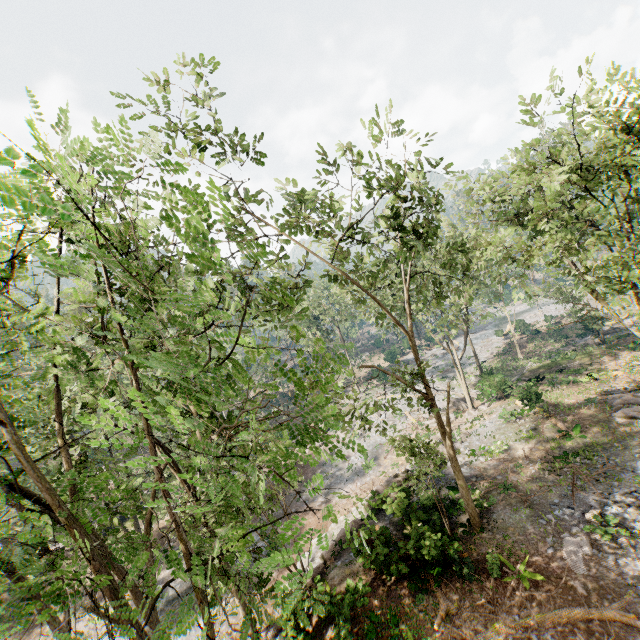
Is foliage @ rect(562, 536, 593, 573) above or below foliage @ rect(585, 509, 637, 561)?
below

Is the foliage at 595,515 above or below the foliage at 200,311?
below

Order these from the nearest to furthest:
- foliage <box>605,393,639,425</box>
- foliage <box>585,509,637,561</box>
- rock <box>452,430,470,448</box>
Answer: foliage <box>585,509,637,561</box>, foliage <box>605,393,639,425</box>, rock <box>452,430,470,448</box>

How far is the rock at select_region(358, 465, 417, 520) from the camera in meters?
17.9

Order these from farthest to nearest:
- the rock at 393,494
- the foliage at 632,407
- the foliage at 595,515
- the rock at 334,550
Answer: the foliage at 632,407, the rock at 393,494, the rock at 334,550, the foliage at 595,515

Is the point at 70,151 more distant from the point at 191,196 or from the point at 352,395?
the point at 352,395
